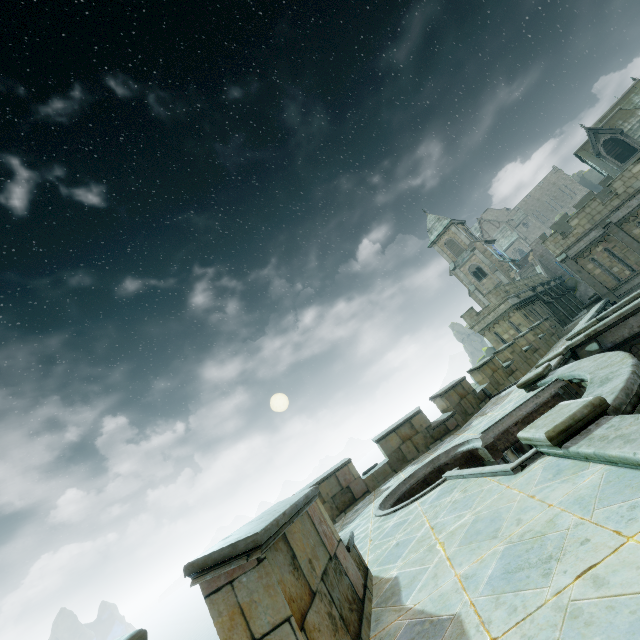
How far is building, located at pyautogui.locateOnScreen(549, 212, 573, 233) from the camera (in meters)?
40.72

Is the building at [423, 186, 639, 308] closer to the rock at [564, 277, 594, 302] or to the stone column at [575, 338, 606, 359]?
the rock at [564, 277, 594, 302]

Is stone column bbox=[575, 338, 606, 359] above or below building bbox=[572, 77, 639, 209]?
below

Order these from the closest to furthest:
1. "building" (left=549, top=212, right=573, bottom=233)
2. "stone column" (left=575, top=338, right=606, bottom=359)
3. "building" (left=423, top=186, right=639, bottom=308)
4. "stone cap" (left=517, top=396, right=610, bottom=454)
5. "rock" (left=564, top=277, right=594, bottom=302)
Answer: "stone cap" (left=517, top=396, right=610, bottom=454) < "stone column" (left=575, top=338, right=606, bottom=359) < "building" (left=423, top=186, right=639, bottom=308) < "rock" (left=564, top=277, right=594, bottom=302) < "building" (left=549, top=212, right=573, bottom=233)

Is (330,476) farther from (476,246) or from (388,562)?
(476,246)

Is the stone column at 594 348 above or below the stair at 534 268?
below

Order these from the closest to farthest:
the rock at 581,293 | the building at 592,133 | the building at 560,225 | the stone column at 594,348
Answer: the stone column at 594,348, the building at 592,133, the rock at 581,293, the building at 560,225

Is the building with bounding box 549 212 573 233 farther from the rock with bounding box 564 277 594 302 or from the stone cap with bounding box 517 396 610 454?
the stone cap with bounding box 517 396 610 454
